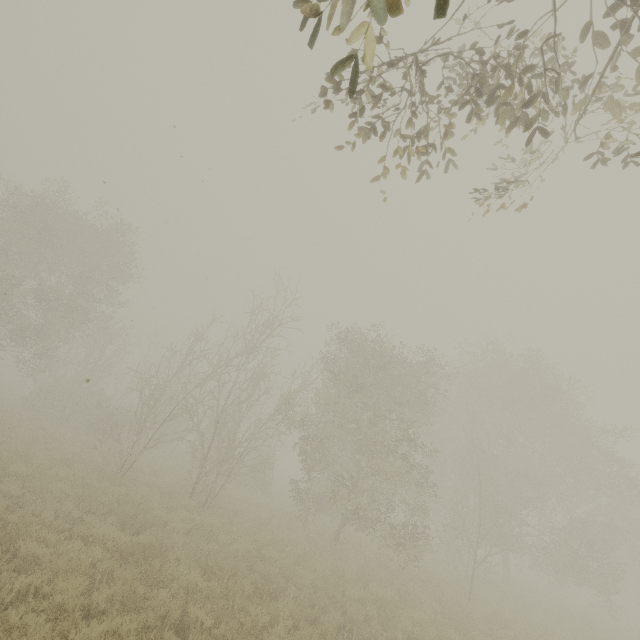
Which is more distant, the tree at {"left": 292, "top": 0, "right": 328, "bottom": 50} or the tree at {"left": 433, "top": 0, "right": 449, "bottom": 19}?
the tree at {"left": 292, "top": 0, "right": 328, "bottom": 50}

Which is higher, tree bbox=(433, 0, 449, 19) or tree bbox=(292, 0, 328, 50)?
tree bbox=(292, 0, 328, 50)

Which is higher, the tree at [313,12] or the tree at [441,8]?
the tree at [313,12]

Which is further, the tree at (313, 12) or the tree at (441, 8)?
the tree at (313, 12)

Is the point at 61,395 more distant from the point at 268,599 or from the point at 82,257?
the point at 268,599
